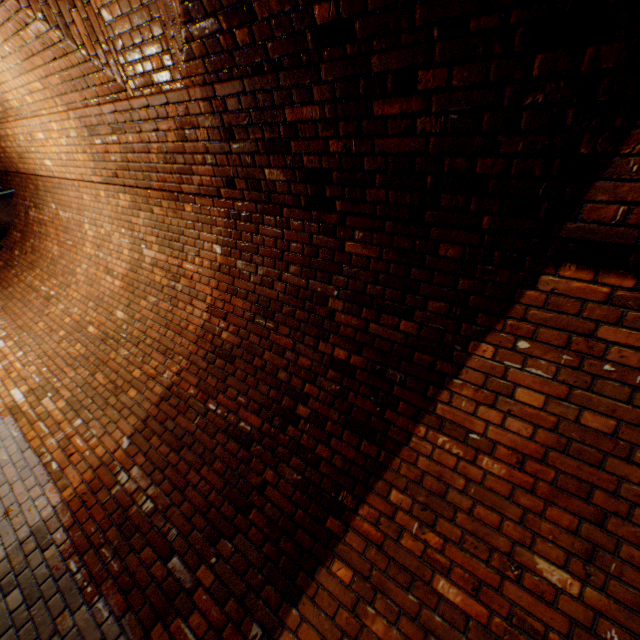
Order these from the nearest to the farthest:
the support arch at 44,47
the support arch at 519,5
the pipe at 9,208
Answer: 1. the support arch at 519,5
2. the support arch at 44,47
3. the pipe at 9,208

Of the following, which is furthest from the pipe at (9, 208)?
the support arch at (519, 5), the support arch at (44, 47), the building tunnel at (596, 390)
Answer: the support arch at (519, 5)

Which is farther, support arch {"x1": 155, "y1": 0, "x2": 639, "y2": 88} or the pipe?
the pipe

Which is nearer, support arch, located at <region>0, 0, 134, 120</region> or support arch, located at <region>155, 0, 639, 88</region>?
support arch, located at <region>155, 0, 639, 88</region>

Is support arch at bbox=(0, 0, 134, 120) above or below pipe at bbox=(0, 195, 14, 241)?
above

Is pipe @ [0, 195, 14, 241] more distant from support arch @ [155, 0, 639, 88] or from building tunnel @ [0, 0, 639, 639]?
support arch @ [155, 0, 639, 88]

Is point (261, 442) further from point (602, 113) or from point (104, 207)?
point (104, 207)

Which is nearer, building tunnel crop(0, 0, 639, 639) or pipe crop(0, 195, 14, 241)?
building tunnel crop(0, 0, 639, 639)
